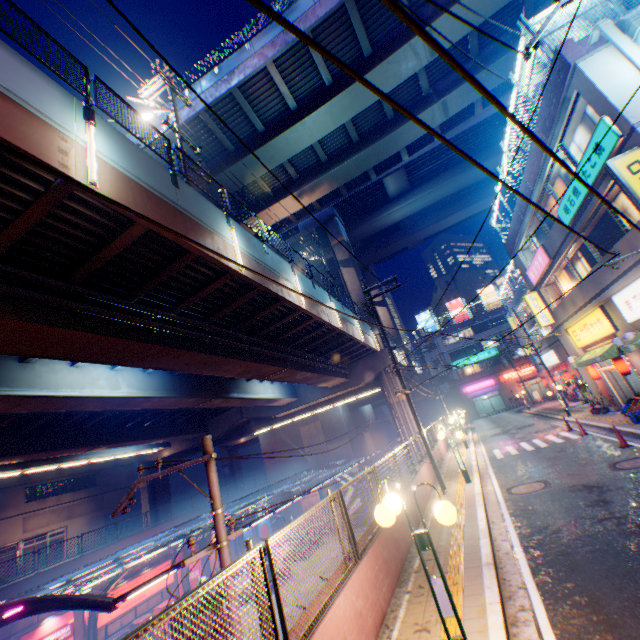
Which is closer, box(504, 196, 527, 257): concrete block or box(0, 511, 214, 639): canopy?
box(0, 511, 214, 639): canopy

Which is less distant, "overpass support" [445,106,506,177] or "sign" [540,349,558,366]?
"overpass support" [445,106,506,177]

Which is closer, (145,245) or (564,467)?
(145,245)

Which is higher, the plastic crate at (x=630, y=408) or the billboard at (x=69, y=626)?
the plastic crate at (x=630, y=408)

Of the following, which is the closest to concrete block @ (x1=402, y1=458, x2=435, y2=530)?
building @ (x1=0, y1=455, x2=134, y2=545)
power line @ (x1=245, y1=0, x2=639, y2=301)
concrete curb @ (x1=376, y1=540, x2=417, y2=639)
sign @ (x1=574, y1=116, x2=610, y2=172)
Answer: concrete curb @ (x1=376, y1=540, x2=417, y2=639)

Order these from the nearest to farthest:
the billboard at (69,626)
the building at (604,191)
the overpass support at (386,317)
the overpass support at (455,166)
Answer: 1. the building at (604,191)
2. the billboard at (69,626)
3. the overpass support at (455,166)
4. the overpass support at (386,317)

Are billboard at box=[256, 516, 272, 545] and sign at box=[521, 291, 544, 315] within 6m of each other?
no

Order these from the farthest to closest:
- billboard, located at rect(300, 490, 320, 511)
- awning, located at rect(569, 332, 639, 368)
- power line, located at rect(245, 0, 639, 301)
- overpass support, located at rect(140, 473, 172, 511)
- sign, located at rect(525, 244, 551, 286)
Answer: billboard, located at rect(300, 490, 320, 511) → overpass support, located at rect(140, 473, 172, 511) → sign, located at rect(525, 244, 551, 286) → awning, located at rect(569, 332, 639, 368) → power line, located at rect(245, 0, 639, 301)
